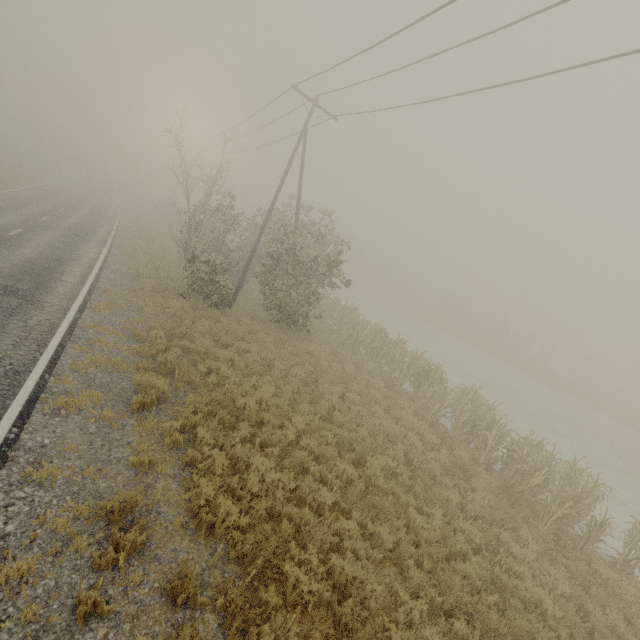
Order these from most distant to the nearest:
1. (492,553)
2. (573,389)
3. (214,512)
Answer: (573,389) → (492,553) → (214,512)
